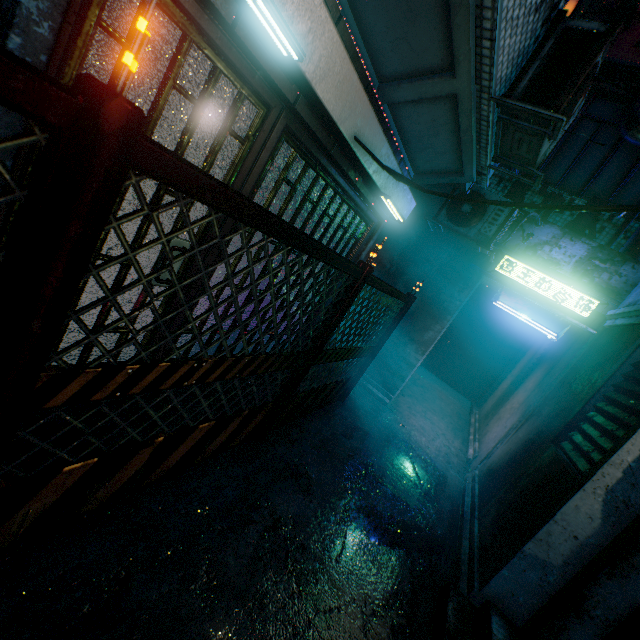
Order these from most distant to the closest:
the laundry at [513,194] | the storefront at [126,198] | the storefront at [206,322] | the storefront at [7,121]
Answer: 1. the laundry at [513,194]
2. the storefront at [206,322]
3. the storefront at [126,198]
4. the storefront at [7,121]

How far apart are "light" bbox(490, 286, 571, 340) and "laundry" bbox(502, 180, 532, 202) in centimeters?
193cm

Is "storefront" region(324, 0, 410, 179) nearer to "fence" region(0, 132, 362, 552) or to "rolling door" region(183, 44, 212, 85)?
"rolling door" region(183, 44, 212, 85)

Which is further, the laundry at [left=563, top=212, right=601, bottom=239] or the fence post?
the laundry at [left=563, top=212, right=601, bottom=239]

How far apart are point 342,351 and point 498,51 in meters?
2.6

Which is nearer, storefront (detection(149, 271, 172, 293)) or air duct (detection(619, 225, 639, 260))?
storefront (detection(149, 271, 172, 293))

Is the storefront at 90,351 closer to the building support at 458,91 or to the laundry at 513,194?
the building support at 458,91

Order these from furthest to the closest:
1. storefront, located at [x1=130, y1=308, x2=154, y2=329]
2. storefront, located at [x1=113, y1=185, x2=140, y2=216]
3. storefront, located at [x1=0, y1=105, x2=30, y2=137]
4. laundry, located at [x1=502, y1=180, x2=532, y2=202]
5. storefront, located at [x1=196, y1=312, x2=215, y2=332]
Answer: laundry, located at [x1=502, y1=180, x2=532, y2=202] → storefront, located at [x1=196, y1=312, x2=215, y2=332] → storefront, located at [x1=130, y1=308, x2=154, y2=329] → storefront, located at [x1=113, y1=185, x2=140, y2=216] → storefront, located at [x1=0, y1=105, x2=30, y2=137]
